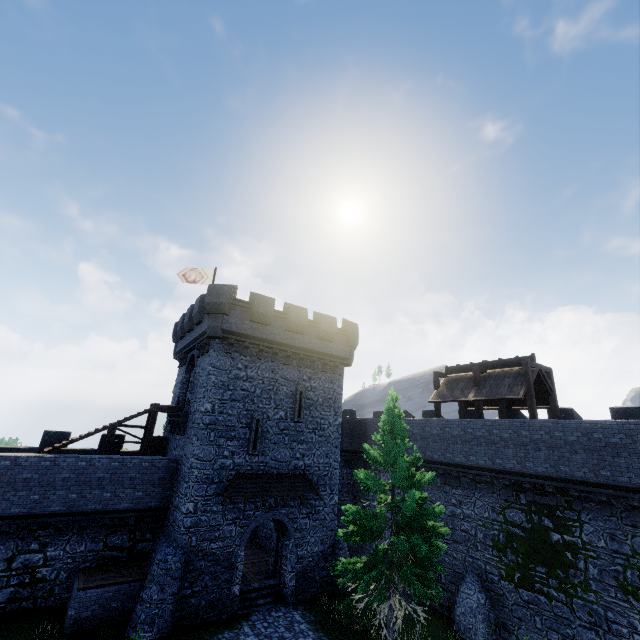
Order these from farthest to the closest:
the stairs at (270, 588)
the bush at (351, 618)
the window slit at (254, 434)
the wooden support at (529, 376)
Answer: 1. the window slit at (254, 434)
2. the wooden support at (529, 376)
3. the stairs at (270, 588)
4. the bush at (351, 618)

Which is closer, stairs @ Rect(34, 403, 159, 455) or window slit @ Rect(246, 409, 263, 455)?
stairs @ Rect(34, 403, 159, 455)

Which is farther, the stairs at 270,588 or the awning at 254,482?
the awning at 254,482

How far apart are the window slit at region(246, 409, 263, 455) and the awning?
0.7 meters

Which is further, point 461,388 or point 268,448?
point 461,388

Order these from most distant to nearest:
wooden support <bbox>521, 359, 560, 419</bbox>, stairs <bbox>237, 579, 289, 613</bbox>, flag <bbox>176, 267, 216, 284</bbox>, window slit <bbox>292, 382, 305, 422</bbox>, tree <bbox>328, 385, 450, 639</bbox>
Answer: flag <bbox>176, 267, 216, 284</bbox> → window slit <bbox>292, 382, 305, 422</bbox> → wooden support <bbox>521, 359, 560, 419</bbox> → stairs <bbox>237, 579, 289, 613</bbox> → tree <bbox>328, 385, 450, 639</bbox>

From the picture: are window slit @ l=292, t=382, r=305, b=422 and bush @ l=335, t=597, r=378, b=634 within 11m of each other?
yes

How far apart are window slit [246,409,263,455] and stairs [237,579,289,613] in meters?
6.7 m
